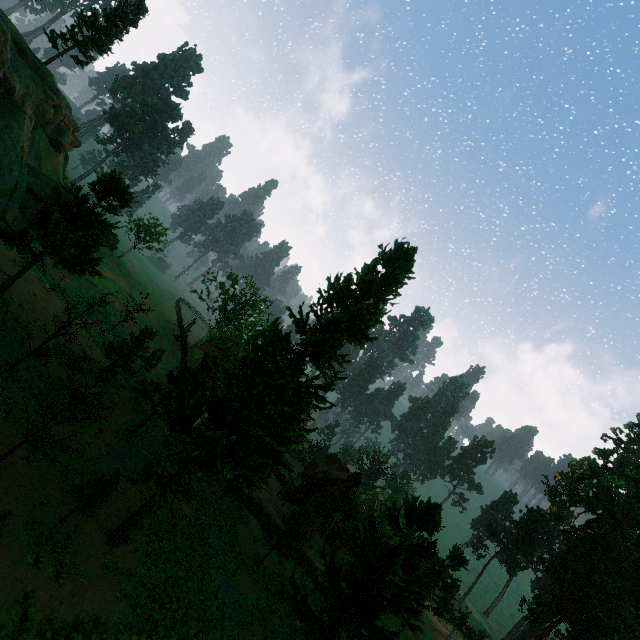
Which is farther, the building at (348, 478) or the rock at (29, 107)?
the building at (348, 478)

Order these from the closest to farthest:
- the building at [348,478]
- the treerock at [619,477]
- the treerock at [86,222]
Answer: the treerock at [86,222]
the treerock at [619,477]
the building at [348,478]

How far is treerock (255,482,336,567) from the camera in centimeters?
2544cm

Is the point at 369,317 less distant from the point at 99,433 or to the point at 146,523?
the point at 146,523

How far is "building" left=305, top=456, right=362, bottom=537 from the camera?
42.2m

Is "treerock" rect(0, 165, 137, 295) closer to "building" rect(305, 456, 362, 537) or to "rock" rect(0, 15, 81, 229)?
"building" rect(305, 456, 362, 537)
